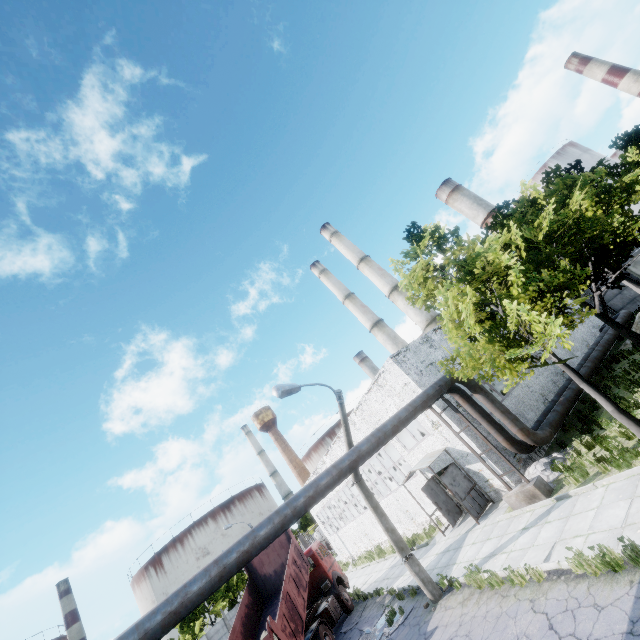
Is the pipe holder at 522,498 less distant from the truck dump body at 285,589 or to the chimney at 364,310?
the truck dump body at 285,589

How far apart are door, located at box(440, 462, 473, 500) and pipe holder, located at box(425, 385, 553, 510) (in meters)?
2.70

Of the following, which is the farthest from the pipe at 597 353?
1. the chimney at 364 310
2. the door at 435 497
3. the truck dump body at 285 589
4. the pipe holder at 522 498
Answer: the chimney at 364 310

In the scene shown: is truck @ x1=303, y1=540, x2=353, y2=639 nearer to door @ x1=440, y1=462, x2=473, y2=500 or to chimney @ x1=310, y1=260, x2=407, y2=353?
door @ x1=440, y1=462, x2=473, y2=500

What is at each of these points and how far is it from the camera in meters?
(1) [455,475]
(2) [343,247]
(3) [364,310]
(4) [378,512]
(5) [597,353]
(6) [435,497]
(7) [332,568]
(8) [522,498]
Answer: (1) door, 15.7 m
(2) chimney, 44.6 m
(3) chimney, 46.4 m
(4) lamp post, 12.2 m
(5) pipe, 17.9 m
(6) door, 16.8 m
(7) truck, 18.7 m
(8) pipe holder, 11.9 m

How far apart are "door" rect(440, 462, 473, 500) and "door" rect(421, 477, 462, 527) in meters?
1.7 m

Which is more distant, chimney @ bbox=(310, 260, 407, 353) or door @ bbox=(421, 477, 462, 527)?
chimney @ bbox=(310, 260, 407, 353)

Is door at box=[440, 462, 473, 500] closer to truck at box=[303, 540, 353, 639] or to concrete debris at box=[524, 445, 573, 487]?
concrete debris at box=[524, 445, 573, 487]
